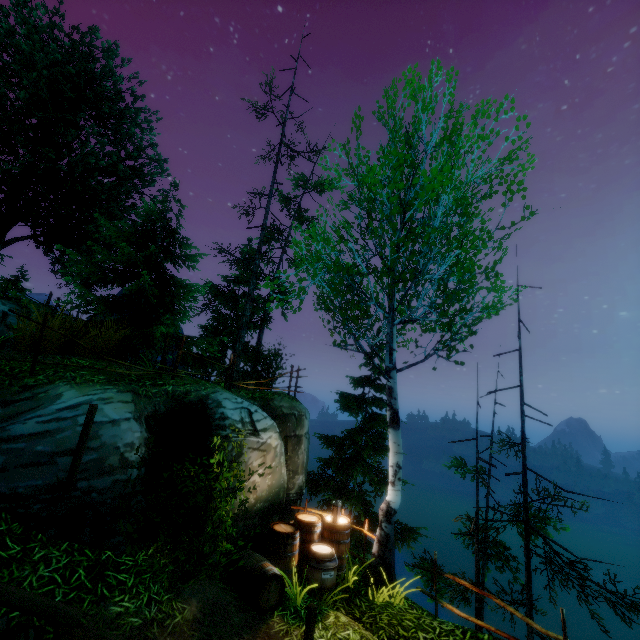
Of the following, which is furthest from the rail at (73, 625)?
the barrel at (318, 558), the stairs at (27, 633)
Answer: the barrel at (318, 558)

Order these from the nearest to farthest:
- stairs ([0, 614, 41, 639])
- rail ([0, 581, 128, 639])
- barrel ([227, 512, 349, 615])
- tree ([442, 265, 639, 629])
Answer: rail ([0, 581, 128, 639]) → stairs ([0, 614, 41, 639]) → barrel ([227, 512, 349, 615]) → tree ([442, 265, 639, 629])

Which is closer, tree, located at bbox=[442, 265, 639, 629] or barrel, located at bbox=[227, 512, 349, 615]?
barrel, located at bbox=[227, 512, 349, 615]

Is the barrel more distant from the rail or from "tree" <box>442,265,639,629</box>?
"tree" <box>442,265,639,629</box>

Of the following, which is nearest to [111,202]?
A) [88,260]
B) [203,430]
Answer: [88,260]

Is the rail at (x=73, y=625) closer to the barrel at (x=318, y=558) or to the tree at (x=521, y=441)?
the barrel at (x=318, y=558)

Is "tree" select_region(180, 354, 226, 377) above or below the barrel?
above

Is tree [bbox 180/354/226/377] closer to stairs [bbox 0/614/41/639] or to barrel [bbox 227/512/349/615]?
barrel [bbox 227/512/349/615]
